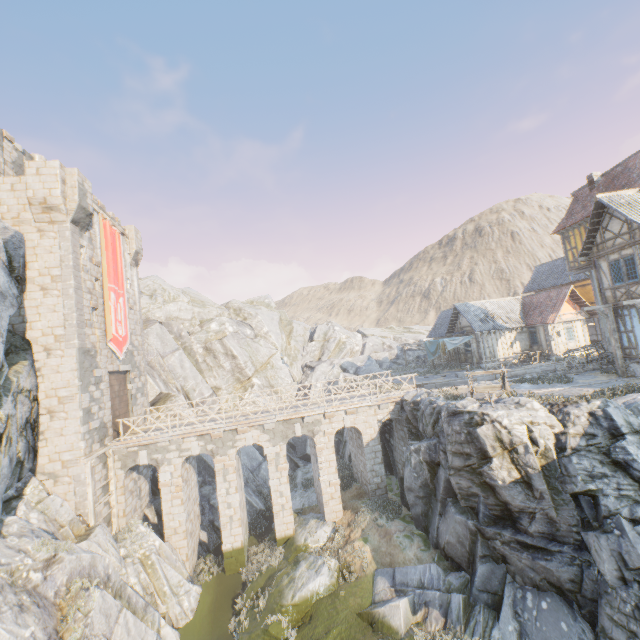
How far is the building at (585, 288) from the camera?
29.7 meters

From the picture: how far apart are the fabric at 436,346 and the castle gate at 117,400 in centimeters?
2532cm

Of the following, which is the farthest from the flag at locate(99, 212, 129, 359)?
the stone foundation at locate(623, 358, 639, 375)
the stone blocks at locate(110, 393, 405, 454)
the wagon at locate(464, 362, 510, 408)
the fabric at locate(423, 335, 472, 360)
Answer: the wagon at locate(464, 362, 510, 408)

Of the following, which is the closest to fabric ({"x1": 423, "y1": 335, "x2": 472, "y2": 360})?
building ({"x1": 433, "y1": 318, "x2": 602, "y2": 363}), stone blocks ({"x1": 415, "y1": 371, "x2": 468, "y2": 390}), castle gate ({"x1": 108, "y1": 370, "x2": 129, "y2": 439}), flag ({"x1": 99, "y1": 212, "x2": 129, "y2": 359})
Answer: building ({"x1": 433, "y1": 318, "x2": 602, "y2": 363})

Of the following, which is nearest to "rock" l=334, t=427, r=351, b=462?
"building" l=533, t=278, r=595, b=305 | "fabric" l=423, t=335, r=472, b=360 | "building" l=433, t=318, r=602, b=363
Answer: "building" l=433, t=318, r=602, b=363

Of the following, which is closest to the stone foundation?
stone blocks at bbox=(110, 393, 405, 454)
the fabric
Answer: the fabric

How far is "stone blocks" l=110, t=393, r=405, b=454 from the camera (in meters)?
17.80

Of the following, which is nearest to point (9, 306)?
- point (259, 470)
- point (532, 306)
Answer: point (259, 470)
